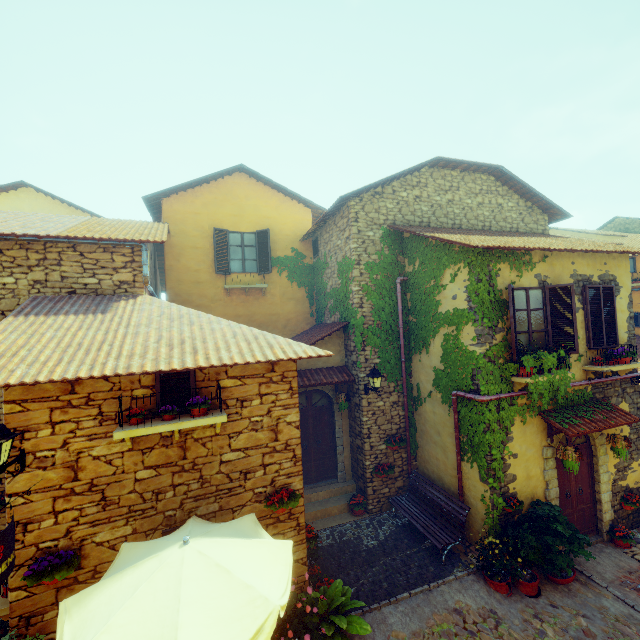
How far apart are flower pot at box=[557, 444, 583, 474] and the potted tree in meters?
0.8 m

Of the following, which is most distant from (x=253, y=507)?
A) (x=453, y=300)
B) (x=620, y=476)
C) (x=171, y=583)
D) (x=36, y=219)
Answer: (x=620, y=476)

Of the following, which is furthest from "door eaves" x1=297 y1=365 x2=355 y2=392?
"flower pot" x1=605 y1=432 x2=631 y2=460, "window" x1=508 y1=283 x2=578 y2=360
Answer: "flower pot" x1=605 y1=432 x2=631 y2=460

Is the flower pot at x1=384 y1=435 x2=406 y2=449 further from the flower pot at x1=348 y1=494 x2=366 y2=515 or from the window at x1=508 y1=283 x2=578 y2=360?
the window at x1=508 y1=283 x2=578 y2=360

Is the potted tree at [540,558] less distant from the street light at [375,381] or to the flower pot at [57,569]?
the street light at [375,381]

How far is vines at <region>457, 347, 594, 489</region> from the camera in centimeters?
706cm

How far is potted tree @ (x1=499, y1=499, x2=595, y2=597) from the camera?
6.5m

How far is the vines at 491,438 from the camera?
7.1 meters
